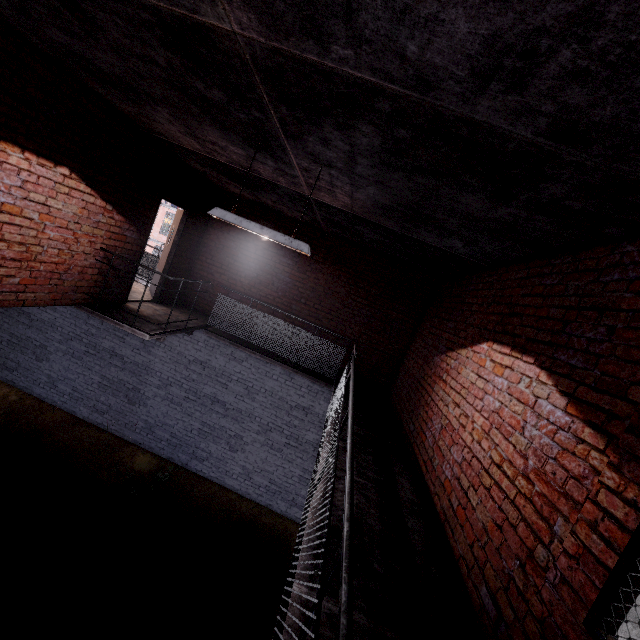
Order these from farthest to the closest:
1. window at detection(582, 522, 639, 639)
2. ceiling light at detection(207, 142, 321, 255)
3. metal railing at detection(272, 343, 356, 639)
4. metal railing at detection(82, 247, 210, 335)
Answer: metal railing at detection(82, 247, 210, 335) < ceiling light at detection(207, 142, 321, 255) < window at detection(582, 522, 639, 639) < metal railing at detection(272, 343, 356, 639)

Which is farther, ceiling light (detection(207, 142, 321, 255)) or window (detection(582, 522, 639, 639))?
ceiling light (detection(207, 142, 321, 255))

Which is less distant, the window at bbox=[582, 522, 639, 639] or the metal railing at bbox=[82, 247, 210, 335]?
the window at bbox=[582, 522, 639, 639]

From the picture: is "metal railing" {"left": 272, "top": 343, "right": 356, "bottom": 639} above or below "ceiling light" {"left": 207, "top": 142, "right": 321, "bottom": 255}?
below

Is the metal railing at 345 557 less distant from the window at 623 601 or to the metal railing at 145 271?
the metal railing at 145 271

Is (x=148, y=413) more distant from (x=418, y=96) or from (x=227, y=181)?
(x=418, y=96)

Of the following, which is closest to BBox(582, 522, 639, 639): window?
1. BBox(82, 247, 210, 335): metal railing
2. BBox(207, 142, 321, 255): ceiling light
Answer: BBox(82, 247, 210, 335): metal railing

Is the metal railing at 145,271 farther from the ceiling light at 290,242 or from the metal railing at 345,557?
the ceiling light at 290,242
